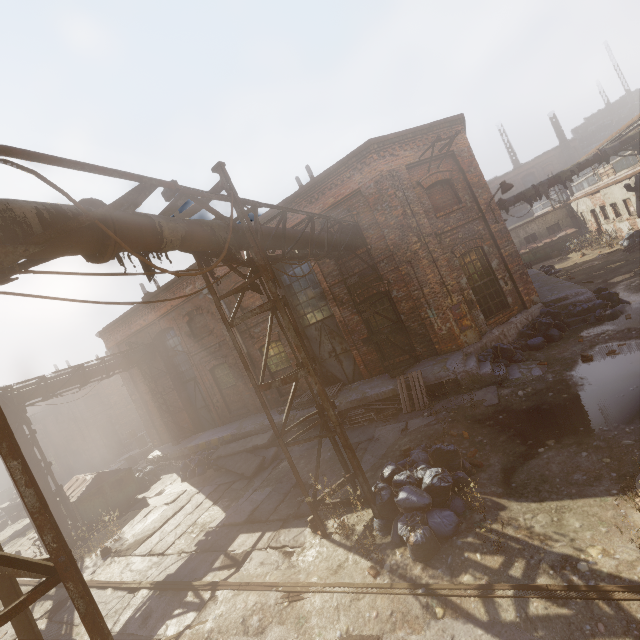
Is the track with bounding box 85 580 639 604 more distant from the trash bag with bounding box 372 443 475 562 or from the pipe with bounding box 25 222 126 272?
the pipe with bounding box 25 222 126 272

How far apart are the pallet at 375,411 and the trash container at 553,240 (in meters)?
24.87

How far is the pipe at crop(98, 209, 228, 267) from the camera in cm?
411

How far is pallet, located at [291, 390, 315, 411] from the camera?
12.5m

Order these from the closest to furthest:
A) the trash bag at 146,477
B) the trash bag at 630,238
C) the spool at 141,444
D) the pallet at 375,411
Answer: the pallet at 375,411
the trash bag at 146,477
the trash bag at 630,238
the spool at 141,444

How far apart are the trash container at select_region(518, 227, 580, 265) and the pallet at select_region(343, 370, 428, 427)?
24.87m

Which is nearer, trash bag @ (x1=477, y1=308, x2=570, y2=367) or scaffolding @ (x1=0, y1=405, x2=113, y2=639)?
scaffolding @ (x1=0, y1=405, x2=113, y2=639)

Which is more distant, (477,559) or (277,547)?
(277,547)
